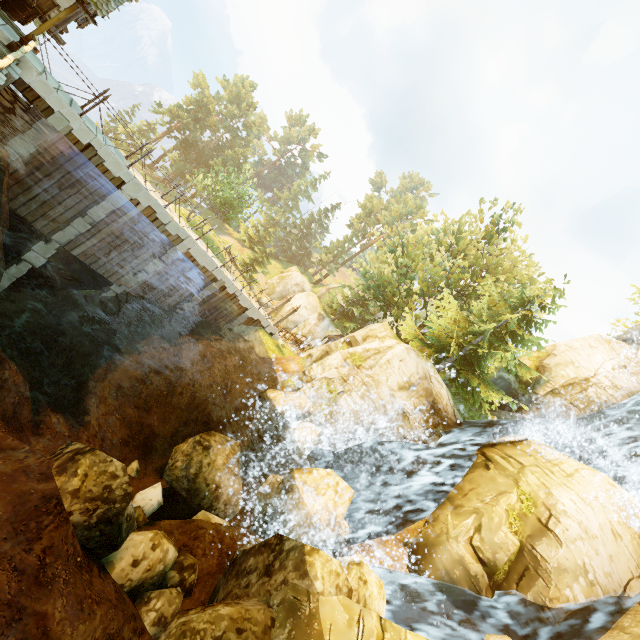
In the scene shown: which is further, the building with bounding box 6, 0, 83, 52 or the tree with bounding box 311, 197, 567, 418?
the tree with bounding box 311, 197, 567, 418

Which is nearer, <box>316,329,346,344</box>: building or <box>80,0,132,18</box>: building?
<box>80,0,132,18</box>: building

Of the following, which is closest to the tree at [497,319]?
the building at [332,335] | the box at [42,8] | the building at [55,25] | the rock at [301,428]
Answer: the building at [332,335]

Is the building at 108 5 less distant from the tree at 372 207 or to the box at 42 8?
the box at 42 8

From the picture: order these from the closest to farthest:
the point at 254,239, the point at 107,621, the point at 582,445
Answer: the point at 107,621 → the point at 582,445 → the point at 254,239

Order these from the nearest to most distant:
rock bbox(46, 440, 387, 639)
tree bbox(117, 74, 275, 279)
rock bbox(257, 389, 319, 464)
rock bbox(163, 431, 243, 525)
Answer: rock bbox(46, 440, 387, 639) → rock bbox(163, 431, 243, 525) → rock bbox(257, 389, 319, 464) → tree bbox(117, 74, 275, 279)

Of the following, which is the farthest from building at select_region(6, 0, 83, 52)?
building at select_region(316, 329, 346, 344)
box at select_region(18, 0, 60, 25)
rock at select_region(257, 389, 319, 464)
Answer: building at select_region(316, 329, 346, 344)

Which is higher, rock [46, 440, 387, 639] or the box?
the box
